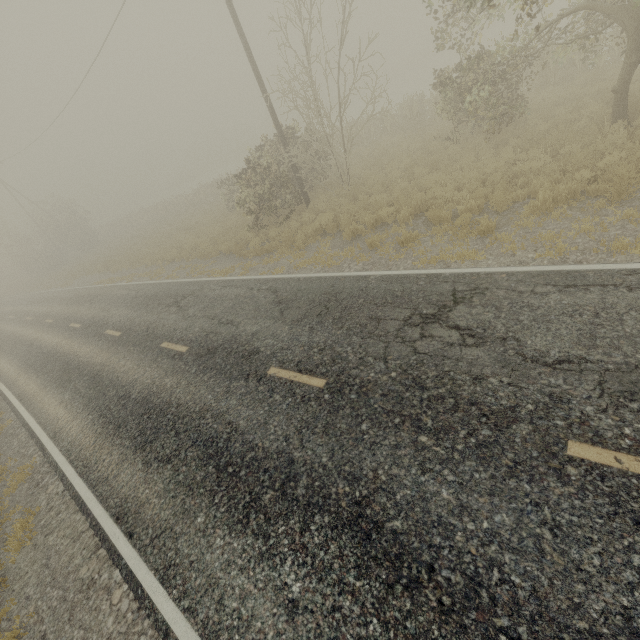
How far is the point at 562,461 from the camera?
3.5 meters
